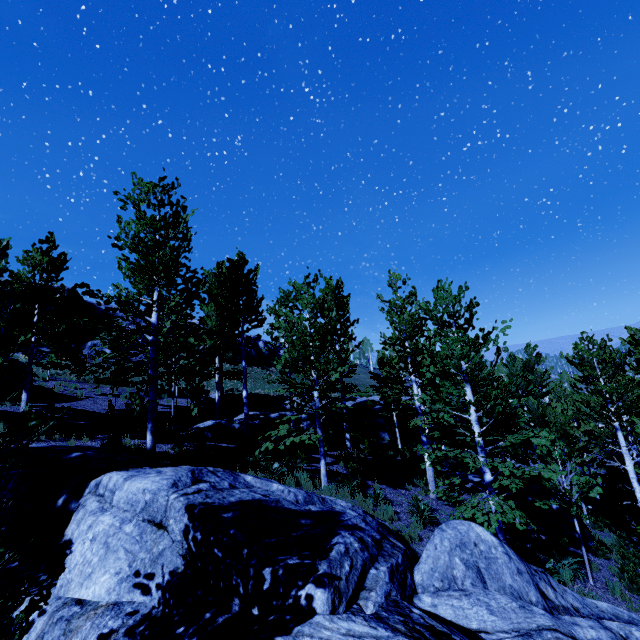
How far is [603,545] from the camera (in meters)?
13.16

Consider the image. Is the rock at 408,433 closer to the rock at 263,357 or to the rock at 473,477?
the rock at 473,477

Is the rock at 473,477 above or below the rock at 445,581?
below

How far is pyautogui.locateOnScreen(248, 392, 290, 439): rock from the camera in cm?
1755

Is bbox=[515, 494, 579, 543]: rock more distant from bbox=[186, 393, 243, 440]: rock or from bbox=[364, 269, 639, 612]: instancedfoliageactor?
bbox=[186, 393, 243, 440]: rock

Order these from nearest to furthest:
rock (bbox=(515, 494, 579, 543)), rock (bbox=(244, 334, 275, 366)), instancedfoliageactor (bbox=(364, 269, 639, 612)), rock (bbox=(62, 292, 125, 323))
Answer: instancedfoliageactor (bbox=(364, 269, 639, 612)) < rock (bbox=(515, 494, 579, 543)) < rock (bbox=(62, 292, 125, 323)) < rock (bbox=(244, 334, 275, 366))

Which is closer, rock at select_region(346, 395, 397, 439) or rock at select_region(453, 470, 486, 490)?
rock at select_region(453, 470, 486, 490)

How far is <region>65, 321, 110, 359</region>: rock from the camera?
30.1 meters
